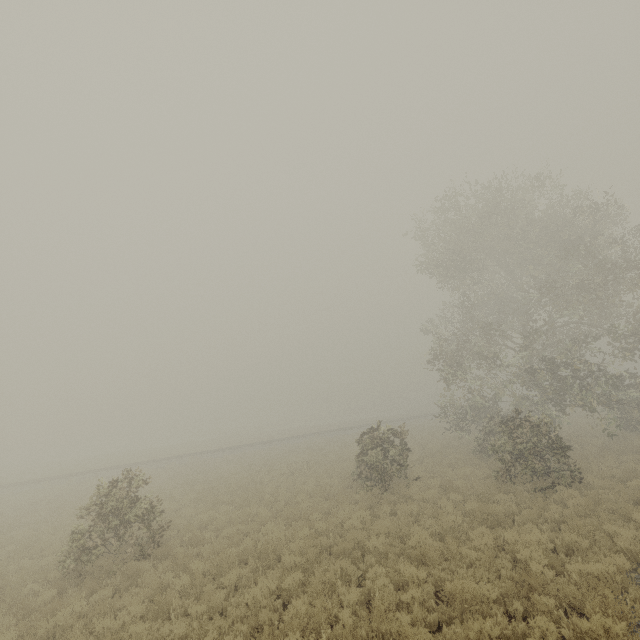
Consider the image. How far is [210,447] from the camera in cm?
4291

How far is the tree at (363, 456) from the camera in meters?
14.5 m

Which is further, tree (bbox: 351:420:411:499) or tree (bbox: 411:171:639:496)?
tree (bbox: 411:171:639:496)

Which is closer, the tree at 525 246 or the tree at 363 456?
the tree at 363 456

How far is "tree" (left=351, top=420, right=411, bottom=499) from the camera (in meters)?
14.52
